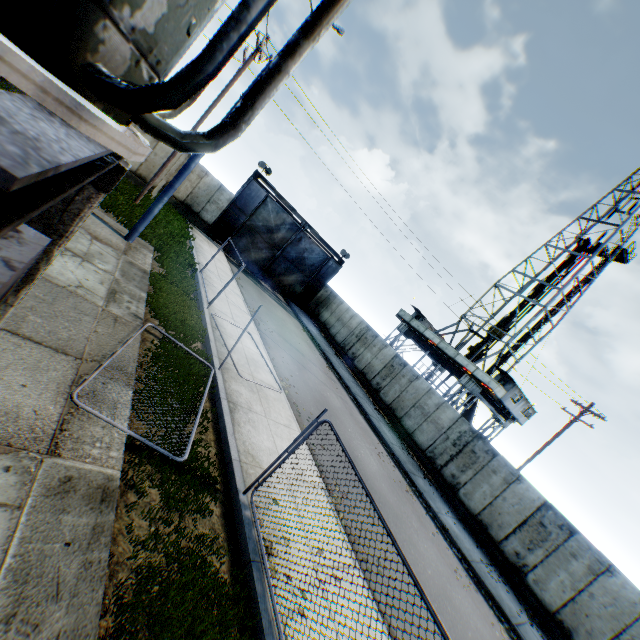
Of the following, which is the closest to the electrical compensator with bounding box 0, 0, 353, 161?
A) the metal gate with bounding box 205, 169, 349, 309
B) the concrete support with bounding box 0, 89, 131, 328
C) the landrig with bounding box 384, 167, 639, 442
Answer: the concrete support with bounding box 0, 89, 131, 328

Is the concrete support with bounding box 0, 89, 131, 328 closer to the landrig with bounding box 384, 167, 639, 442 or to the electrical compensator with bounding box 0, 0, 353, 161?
the electrical compensator with bounding box 0, 0, 353, 161

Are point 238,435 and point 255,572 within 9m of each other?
yes

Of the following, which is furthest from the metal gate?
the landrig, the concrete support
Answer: the concrete support

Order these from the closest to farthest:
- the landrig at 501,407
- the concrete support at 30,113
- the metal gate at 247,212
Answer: the concrete support at 30,113 < the metal gate at 247,212 < the landrig at 501,407

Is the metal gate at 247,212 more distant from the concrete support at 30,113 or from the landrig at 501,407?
the concrete support at 30,113

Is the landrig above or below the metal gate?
above
